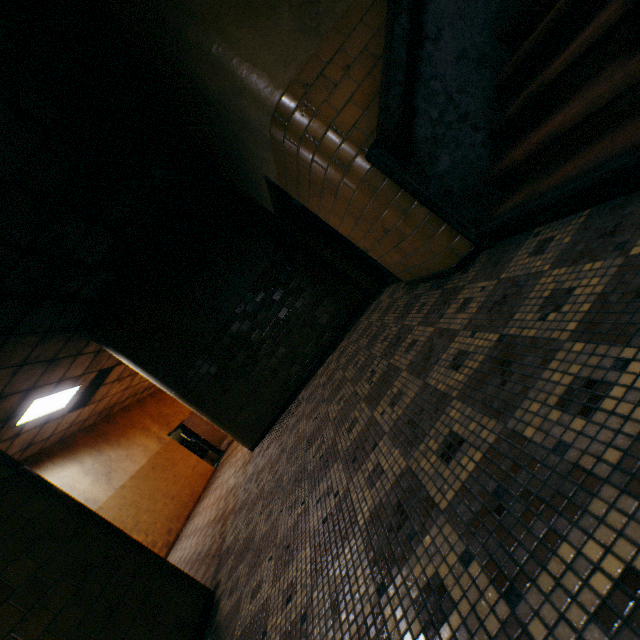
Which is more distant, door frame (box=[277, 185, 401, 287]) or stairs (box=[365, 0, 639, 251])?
door frame (box=[277, 185, 401, 287])

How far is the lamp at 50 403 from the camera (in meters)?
6.22

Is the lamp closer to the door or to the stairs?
the door

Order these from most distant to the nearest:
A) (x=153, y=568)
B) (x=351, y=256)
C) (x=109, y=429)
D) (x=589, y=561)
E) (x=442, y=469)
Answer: (x=109, y=429) → (x=351, y=256) → (x=153, y=568) → (x=442, y=469) → (x=589, y=561)

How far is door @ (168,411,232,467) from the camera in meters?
13.3 m

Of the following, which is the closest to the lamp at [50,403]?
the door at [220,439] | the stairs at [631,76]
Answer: the door at [220,439]

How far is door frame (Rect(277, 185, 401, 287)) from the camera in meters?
5.1 m

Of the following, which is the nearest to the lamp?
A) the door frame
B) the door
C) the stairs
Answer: the door
